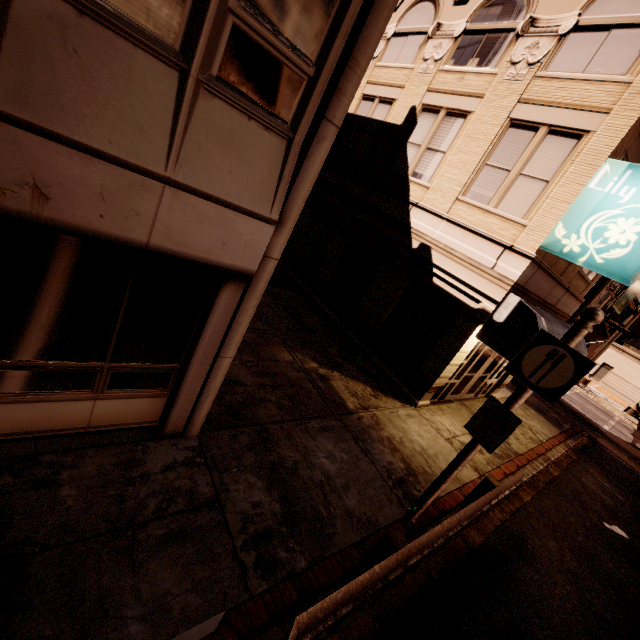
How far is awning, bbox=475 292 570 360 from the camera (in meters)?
8.19

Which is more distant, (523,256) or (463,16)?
(463,16)

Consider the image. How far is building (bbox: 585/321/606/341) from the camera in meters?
38.9 m

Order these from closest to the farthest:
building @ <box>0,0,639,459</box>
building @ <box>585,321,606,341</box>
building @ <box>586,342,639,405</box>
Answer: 1. building @ <box>0,0,639,459</box>
2. building @ <box>586,342,639,405</box>
3. building @ <box>585,321,606,341</box>

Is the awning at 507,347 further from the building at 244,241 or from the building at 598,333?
the building at 598,333

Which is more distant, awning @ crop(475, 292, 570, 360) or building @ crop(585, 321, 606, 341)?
building @ crop(585, 321, 606, 341)

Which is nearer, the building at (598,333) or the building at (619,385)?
the building at (619,385)

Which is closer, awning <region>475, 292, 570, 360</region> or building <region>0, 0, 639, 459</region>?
building <region>0, 0, 639, 459</region>
